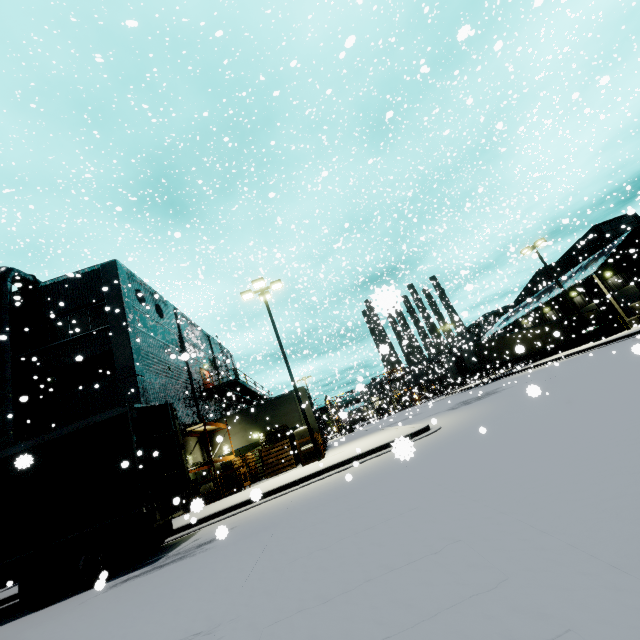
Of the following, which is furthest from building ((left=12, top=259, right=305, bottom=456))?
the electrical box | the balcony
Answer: the electrical box

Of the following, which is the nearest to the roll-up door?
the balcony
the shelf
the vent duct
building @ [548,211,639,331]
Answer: building @ [548,211,639,331]

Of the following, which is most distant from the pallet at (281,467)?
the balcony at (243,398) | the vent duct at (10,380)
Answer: the vent duct at (10,380)

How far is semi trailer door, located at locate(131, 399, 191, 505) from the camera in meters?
8.5

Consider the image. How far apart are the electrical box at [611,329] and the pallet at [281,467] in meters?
25.4

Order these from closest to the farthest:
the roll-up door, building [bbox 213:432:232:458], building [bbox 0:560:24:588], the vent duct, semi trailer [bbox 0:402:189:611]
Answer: semi trailer [bbox 0:402:189:611] → building [bbox 0:560:24:588] → the vent duct → building [bbox 213:432:232:458] → the roll-up door

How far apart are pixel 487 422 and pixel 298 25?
38.7 meters

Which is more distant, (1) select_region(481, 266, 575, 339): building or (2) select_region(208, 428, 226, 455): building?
(1) select_region(481, 266, 575, 339): building
